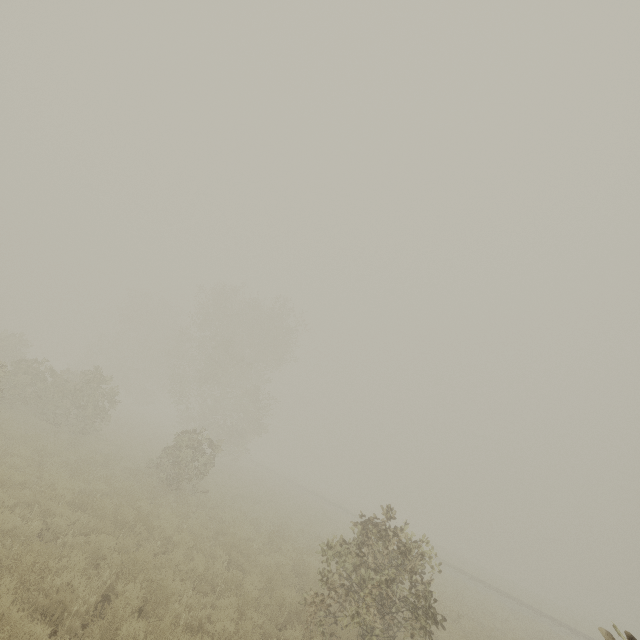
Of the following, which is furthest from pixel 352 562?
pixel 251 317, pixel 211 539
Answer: pixel 251 317
